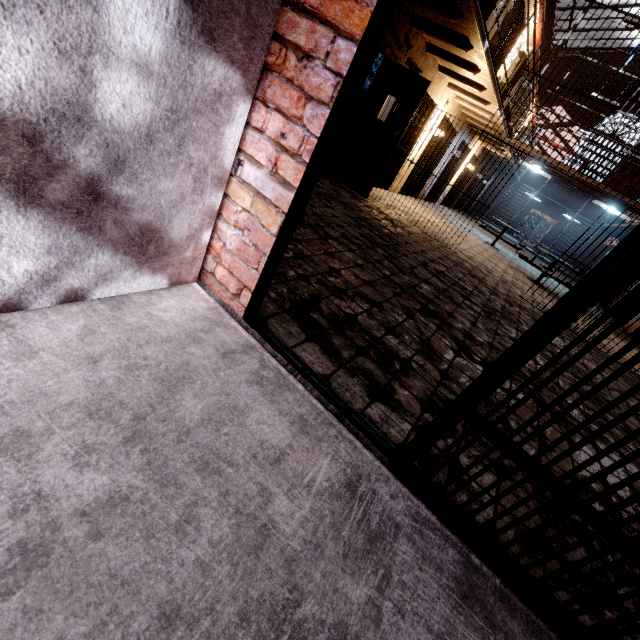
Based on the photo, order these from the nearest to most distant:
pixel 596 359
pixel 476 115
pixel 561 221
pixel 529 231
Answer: pixel 596 359, pixel 476 115, pixel 561 221, pixel 529 231

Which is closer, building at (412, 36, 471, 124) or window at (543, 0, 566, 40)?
building at (412, 36, 471, 124)

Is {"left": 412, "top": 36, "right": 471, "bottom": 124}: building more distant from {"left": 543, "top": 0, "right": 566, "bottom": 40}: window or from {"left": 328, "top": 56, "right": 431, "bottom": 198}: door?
{"left": 543, "top": 0, "right": 566, "bottom": 40}: window

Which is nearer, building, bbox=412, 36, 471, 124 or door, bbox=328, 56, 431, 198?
door, bbox=328, 56, 431, 198

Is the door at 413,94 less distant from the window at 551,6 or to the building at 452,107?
the building at 452,107

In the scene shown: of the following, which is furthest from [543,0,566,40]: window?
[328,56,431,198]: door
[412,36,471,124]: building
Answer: [328,56,431,198]: door
